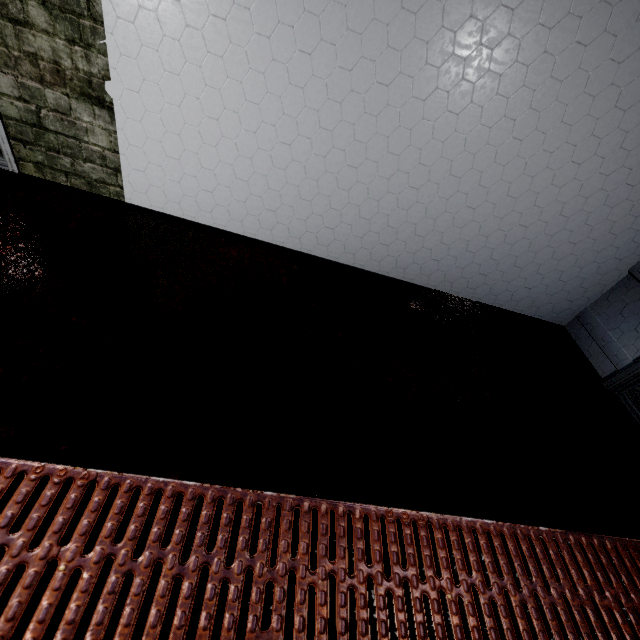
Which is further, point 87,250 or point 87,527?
point 87,250
